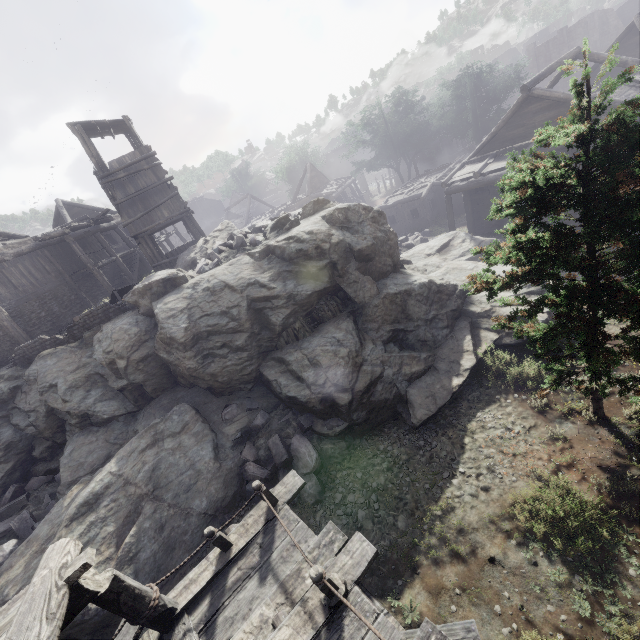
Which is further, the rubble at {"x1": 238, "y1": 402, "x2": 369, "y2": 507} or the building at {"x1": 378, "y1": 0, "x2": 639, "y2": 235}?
the building at {"x1": 378, "y1": 0, "x2": 639, "y2": 235}

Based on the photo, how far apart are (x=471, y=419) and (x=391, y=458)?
2.76m

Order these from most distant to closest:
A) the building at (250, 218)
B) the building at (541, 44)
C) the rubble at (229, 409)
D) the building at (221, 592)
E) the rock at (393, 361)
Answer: the building at (250, 218), the building at (541, 44), the rubble at (229, 409), the rock at (393, 361), the building at (221, 592)

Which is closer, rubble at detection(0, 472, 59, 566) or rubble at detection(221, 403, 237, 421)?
rubble at detection(0, 472, 59, 566)

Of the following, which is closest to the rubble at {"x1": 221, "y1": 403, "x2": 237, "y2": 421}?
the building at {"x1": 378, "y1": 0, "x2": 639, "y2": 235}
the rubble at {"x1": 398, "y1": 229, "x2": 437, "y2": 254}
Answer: the building at {"x1": 378, "y1": 0, "x2": 639, "y2": 235}

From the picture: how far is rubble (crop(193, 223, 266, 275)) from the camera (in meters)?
13.91

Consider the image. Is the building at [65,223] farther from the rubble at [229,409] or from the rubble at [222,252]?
the rubble at [222,252]
